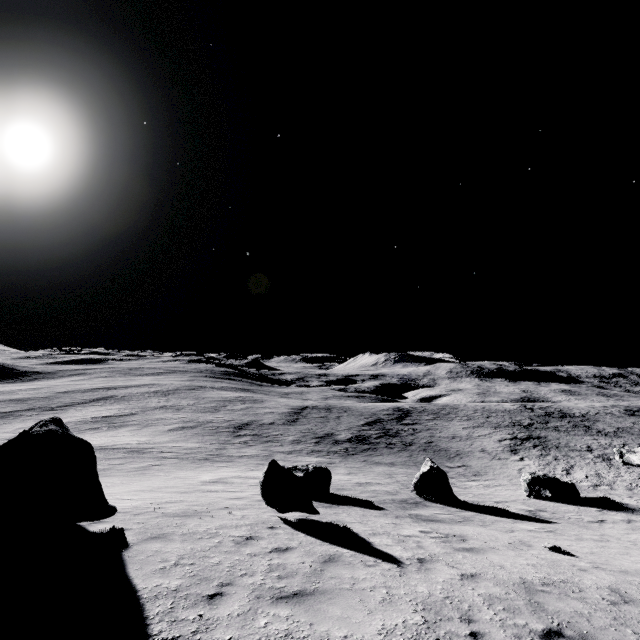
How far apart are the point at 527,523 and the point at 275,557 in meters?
13.2 m

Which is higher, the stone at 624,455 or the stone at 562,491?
the stone at 562,491

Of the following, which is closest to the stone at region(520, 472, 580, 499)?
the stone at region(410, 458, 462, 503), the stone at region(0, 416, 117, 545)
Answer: the stone at region(410, 458, 462, 503)

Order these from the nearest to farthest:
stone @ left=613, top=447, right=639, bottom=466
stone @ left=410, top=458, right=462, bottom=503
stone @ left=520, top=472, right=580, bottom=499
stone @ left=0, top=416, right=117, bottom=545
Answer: stone @ left=0, top=416, right=117, bottom=545 < stone @ left=410, top=458, right=462, bottom=503 < stone @ left=520, top=472, right=580, bottom=499 < stone @ left=613, top=447, right=639, bottom=466

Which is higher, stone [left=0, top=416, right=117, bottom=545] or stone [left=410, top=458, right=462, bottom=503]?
stone [left=0, top=416, right=117, bottom=545]

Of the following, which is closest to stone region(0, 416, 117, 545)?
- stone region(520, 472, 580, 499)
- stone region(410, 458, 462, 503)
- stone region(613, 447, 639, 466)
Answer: stone region(410, 458, 462, 503)

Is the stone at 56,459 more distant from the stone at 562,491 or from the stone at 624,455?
the stone at 624,455

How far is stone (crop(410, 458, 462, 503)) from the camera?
17.5 meters
